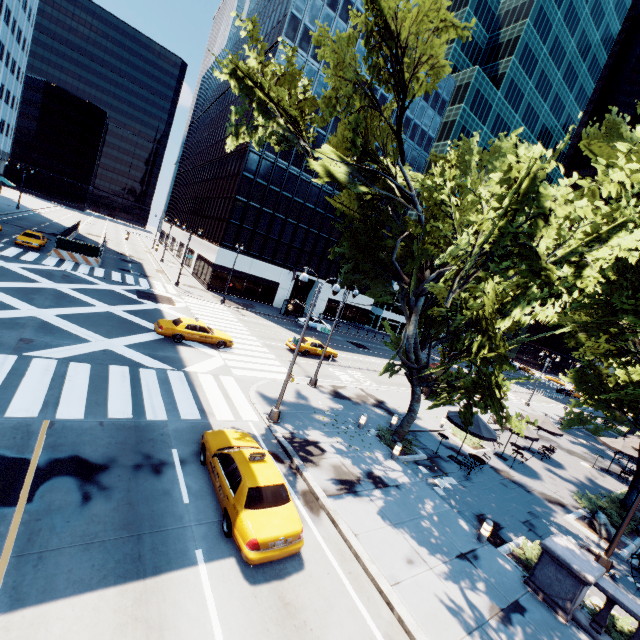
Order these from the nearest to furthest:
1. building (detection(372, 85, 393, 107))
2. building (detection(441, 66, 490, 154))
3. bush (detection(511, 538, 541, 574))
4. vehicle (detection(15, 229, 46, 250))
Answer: bush (detection(511, 538, 541, 574)) → vehicle (detection(15, 229, 46, 250)) → building (detection(372, 85, 393, 107)) → building (detection(441, 66, 490, 154))

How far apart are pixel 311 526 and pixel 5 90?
89.8 meters

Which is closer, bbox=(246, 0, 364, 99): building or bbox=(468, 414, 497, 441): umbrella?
bbox=(468, 414, 497, 441): umbrella

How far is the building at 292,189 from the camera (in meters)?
42.91

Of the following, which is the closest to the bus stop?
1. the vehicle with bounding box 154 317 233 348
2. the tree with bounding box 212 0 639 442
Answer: the vehicle with bounding box 154 317 233 348

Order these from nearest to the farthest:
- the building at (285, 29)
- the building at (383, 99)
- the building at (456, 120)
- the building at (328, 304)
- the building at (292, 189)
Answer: the building at (285, 29) → the building at (292, 189) → the building at (383, 99) → the building at (328, 304) → the building at (456, 120)

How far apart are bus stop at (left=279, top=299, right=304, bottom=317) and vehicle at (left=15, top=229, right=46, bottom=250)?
26.7 meters

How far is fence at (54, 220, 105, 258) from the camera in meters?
32.8
